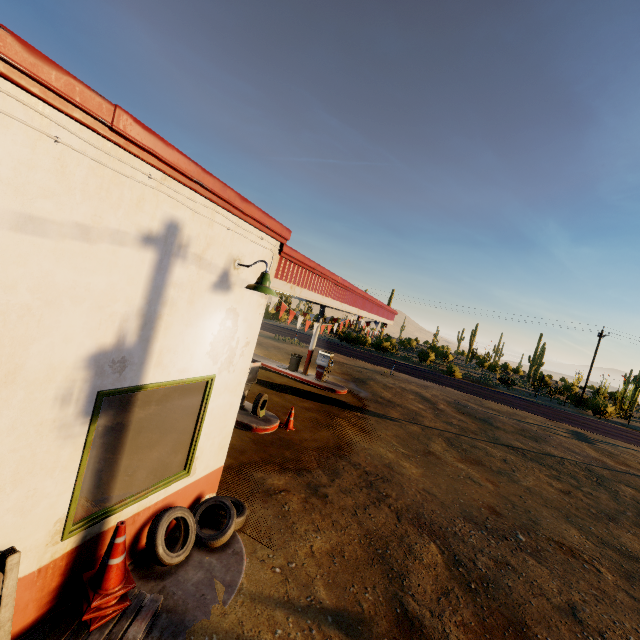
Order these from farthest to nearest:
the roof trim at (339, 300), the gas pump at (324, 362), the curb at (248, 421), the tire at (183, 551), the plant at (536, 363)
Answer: the plant at (536, 363)
the gas pump at (324, 362)
the curb at (248, 421)
the tire at (183, 551)
the roof trim at (339, 300)

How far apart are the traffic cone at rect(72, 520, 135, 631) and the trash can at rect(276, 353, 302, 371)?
13.2m

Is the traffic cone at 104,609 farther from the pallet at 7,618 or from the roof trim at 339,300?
the roof trim at 339,300

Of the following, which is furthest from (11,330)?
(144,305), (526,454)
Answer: (526,454)

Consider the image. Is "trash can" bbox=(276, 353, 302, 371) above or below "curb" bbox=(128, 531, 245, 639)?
above

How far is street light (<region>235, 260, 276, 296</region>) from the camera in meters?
4.2 m

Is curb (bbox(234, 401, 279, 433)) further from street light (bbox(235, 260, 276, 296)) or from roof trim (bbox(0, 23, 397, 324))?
street light (bbox(235, 260, 276, 296))

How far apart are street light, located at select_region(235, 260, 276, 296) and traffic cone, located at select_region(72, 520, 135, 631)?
3.0m
